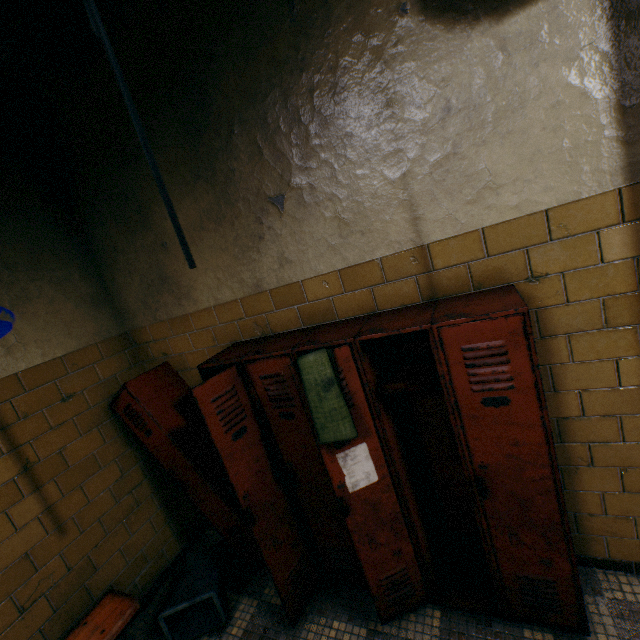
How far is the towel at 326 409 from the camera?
1.5 meters

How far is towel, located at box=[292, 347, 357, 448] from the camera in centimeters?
146cm

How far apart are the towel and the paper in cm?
10

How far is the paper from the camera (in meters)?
1.59

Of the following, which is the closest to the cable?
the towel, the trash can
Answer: the towel

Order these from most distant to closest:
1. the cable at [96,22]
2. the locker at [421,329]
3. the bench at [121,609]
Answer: the bench at [121,609], the locker at [421,329], the cable at [96,22]

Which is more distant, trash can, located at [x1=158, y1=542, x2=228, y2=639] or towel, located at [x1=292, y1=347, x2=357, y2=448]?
trash can, located at [x1=158, y1=542, x2=228, y2=639]

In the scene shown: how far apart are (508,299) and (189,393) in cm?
236
